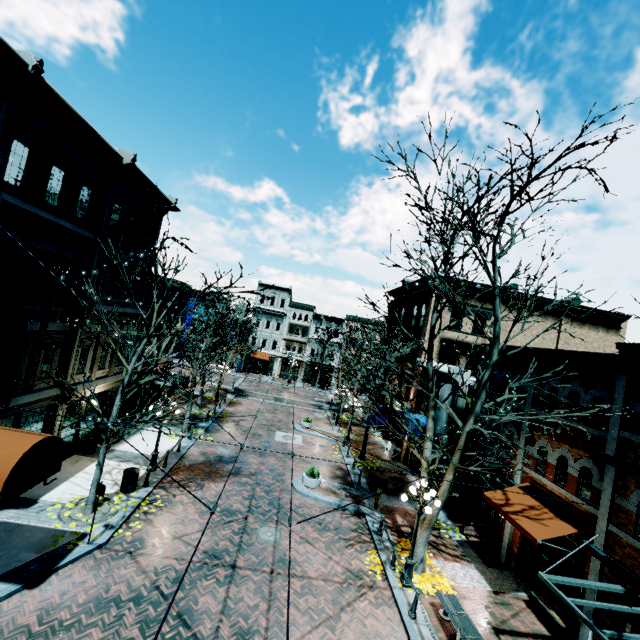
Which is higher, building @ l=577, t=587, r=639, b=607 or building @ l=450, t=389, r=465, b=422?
building @ l=450, t=389, r=465, b=422

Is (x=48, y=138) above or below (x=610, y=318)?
below

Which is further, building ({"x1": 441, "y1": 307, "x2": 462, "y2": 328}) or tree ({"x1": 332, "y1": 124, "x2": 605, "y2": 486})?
building ({"x1": 441, "y1": 307, "x2": 462, "y2": 328})

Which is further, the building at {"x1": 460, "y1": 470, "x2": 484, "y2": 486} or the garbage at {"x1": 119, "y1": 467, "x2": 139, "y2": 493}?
the building at {"x1": 460, "y1": 470, "x2": 484, "y2": 486}

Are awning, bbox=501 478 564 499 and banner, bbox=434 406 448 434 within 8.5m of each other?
yes

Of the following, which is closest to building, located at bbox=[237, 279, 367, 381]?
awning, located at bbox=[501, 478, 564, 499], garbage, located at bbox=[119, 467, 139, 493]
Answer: garbage, located at bbox=[119, 467, 139, 493]

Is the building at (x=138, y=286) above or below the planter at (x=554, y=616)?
above

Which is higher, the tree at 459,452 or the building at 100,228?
the building at 100,228
